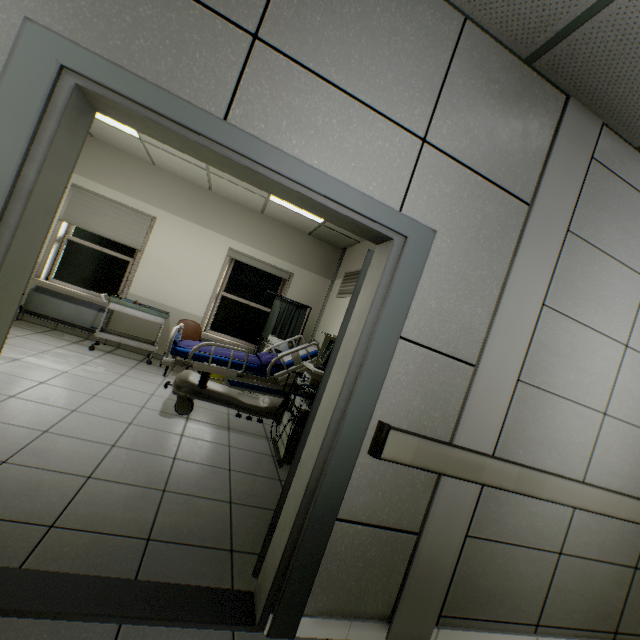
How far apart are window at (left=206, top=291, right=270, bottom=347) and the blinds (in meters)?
1.53

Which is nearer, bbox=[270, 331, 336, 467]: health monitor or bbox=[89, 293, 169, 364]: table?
bbox=[270, 331, 336, 467]: health monitor

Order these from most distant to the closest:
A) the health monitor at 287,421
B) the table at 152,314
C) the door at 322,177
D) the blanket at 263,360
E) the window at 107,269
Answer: the window at 107,269 < the table at 152,314 < the blanket at 263,360 < the health monitor at 287,421 < the door at 322,177

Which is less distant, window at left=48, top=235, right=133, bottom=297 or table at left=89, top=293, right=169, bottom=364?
table at left=89, top=293, right=169, bottom=364

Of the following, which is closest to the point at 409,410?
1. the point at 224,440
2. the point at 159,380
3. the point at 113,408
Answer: the point at 224,440

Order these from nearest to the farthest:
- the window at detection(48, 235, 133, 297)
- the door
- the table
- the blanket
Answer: the door, the blanket, the table, the window at detection(48, 235, 133, 297)

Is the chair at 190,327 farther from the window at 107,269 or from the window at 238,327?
the window at 107,269

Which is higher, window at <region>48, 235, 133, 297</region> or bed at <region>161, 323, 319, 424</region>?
window at <region>48, 235, 133, 297</region>
